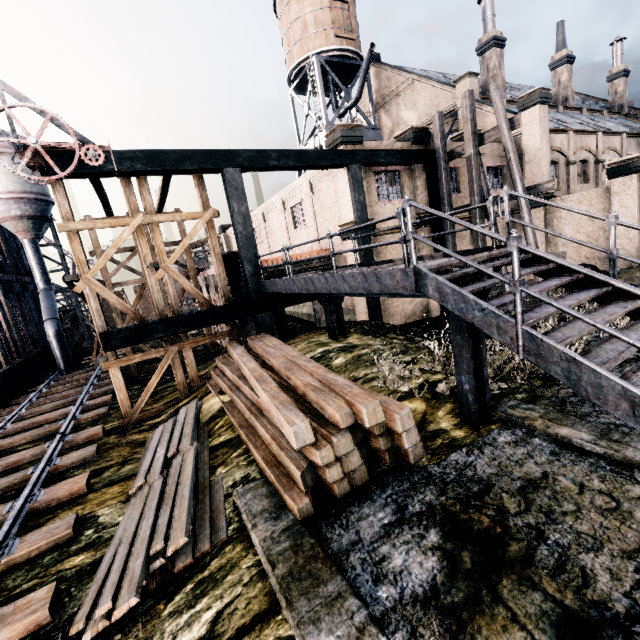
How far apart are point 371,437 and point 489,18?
34.9m

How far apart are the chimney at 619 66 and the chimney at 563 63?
10.8m

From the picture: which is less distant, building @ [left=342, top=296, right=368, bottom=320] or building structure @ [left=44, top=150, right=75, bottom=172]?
building structure @ [left=44, top=150, right=75, bottom=172]

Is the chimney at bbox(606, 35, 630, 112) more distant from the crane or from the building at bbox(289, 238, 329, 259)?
the crane

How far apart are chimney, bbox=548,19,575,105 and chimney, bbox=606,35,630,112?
10.78m

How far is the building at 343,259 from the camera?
17.1 meters

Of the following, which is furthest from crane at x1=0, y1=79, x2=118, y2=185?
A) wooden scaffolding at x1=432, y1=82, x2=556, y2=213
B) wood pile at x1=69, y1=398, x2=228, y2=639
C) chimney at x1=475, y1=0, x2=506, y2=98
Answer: chimney at x1=475, y1=0, x2=506, y2=98

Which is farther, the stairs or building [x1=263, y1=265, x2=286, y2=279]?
building [x1=263, y1=265, x2=286, y2=279]
